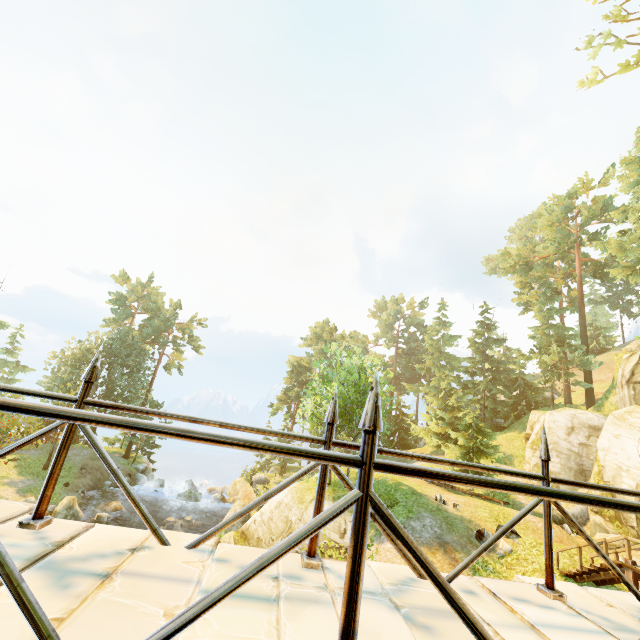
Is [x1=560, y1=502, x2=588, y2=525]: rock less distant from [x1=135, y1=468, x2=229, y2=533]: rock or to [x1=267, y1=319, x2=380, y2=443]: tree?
[x1=267, y1=319, x2=380, y2=443]: tree

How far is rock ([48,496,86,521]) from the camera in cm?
2255

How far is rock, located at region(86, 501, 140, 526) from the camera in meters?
24.2 m

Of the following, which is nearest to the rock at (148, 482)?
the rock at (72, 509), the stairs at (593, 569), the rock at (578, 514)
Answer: the rock at (72, 509)

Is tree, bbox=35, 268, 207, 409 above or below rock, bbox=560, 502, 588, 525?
above

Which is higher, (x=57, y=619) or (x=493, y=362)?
(x=493, y=362)

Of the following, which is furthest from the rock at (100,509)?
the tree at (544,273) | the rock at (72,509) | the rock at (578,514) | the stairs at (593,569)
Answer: the rock at (578,514)

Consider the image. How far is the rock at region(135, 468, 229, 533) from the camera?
26.9 meters
